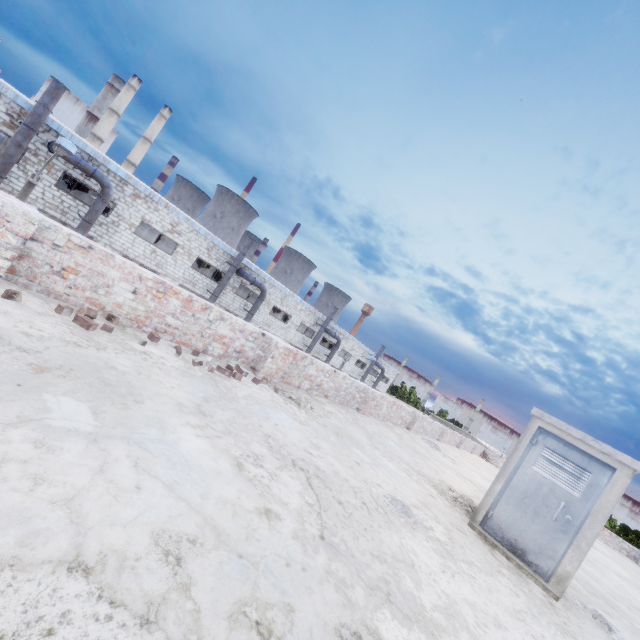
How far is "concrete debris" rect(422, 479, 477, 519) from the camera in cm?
621

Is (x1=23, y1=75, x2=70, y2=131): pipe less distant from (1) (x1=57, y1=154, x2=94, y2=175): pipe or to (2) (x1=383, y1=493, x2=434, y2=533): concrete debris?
(1) (x1=57, y1=154, x2=94, y2=175): pipe

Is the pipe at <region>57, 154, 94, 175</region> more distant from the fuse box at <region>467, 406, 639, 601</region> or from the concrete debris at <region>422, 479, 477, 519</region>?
the fuse box at <region>467, 406, 639, 601</region>

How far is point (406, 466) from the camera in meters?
6.8

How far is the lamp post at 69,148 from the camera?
9.5 meters

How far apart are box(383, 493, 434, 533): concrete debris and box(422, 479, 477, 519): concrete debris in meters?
2.1

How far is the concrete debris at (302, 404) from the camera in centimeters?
595cm

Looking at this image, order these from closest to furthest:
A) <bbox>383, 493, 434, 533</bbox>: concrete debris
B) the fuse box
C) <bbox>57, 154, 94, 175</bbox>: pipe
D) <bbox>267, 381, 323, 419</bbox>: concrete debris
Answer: <bbox>383, 493, 434, 533</bbox>: concrete debris
the fuse box
<bbox>267, 381, 323, 419</bbox>: concrete debris
<bbox>57, 154, 94, 175</bbox>: pipe
